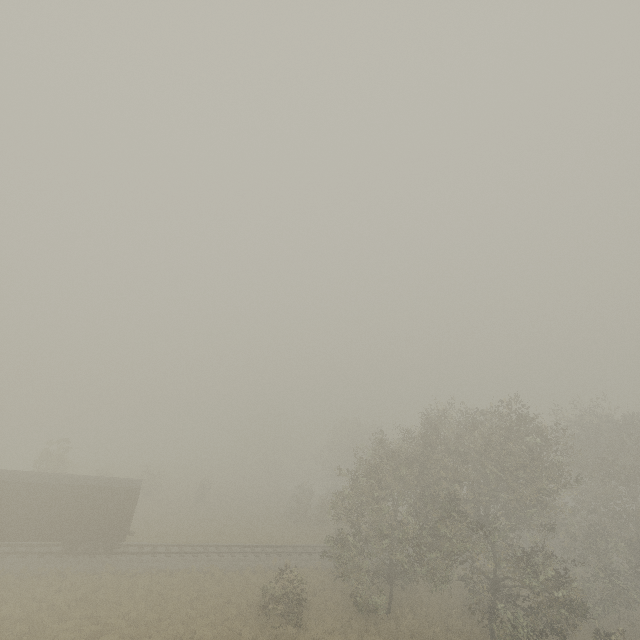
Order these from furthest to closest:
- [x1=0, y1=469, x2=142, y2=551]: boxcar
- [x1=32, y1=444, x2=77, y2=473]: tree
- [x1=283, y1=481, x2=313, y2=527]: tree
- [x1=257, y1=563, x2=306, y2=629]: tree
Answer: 1. [x1=283, y1=481, x2=313, y2=527]: tree
2. [x1=32, y1=444, x2=77, y2=473]: tree
3. [x1=0, y1=469, x2=142, y2=551]: boxcar
4. [x1=257, y1=563, x2=306, y2=629]: tree

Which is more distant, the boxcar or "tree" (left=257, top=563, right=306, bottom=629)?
the boxcar

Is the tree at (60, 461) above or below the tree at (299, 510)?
above

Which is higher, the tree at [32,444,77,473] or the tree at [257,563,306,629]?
the tree at [32,444,77,473]

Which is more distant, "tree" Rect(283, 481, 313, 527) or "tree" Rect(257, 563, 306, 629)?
"tree" Rect(283, 481, 313, 527)

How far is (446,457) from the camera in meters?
24.6 m

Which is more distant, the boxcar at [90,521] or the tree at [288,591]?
the boxcar at [90,521]
